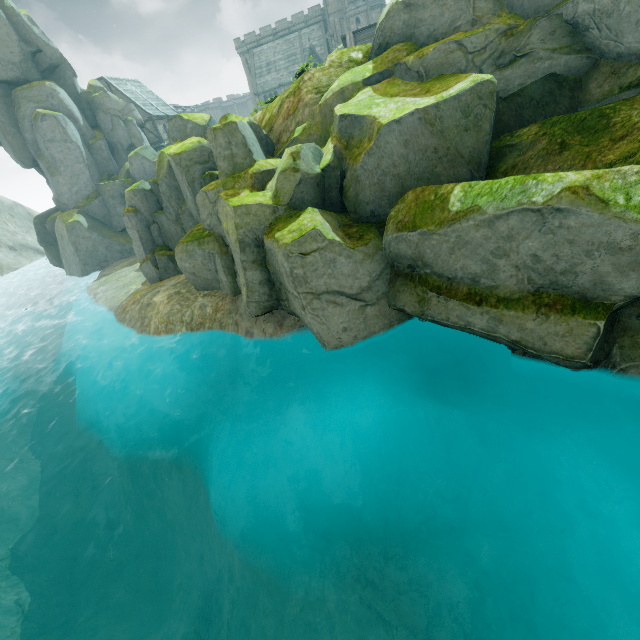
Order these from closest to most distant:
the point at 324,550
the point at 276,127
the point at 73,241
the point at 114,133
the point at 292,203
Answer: the point at 324,550, the point at 292,203, the point at 276,127, the point at 73,241, the point at 114,133

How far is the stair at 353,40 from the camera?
25.75m

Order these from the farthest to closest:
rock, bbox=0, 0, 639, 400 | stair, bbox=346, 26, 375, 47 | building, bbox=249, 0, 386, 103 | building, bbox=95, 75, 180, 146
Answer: building, bbox=249, 0, 386, 103, building, bbox=95, 75, 180, 146, stair, bbox=346, 26, 375, 47, rock, bbox=0, 0, 639, 400

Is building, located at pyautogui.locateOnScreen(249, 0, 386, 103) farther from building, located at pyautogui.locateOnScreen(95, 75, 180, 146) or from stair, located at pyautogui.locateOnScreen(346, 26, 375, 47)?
stair, located at pyautogui.locateOnScreen(346, 26, 375, 47)

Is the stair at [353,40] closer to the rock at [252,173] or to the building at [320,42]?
the rock at [252,173]

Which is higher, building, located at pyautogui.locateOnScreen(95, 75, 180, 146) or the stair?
building, located at pyautogui.locateOnScreen(95, 75, 180, 146)

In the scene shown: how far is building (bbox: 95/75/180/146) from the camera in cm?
4428

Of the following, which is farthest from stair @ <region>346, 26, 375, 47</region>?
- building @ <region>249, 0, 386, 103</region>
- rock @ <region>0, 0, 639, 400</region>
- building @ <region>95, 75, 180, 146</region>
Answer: building @ <region>95, 75, 180, 146</region>
